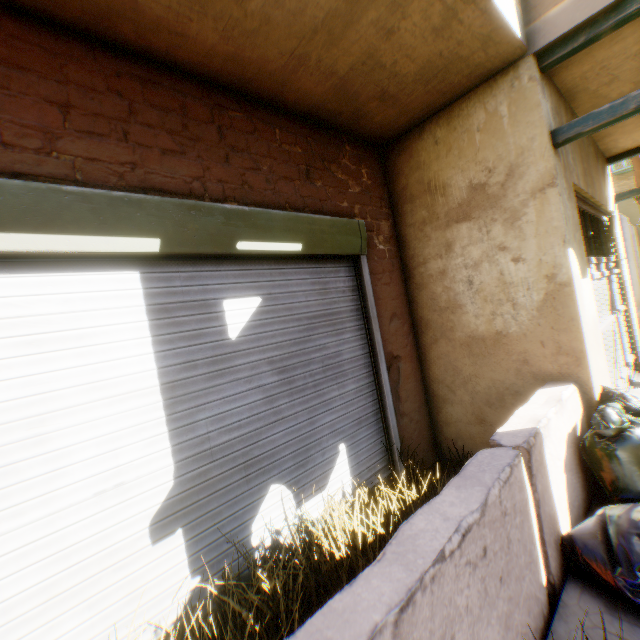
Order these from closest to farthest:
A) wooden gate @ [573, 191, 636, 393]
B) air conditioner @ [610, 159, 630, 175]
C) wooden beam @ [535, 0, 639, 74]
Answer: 1. wooden beam @ [535, 0, 639, 74]
2. wooden gate @ [573, 191, 636, 393]
3. air conditioner @ [610, 159, 630, 175]

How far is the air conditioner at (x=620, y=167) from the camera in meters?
12.9

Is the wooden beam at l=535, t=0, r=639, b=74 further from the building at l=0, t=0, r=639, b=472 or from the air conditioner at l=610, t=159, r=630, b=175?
the air conditioner at l=610, t=159, r=630, b=175

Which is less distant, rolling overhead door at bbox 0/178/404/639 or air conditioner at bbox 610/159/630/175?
rolling overhead door at bbox 0/178/404/639

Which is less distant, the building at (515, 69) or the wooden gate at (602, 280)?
the building at (515, 69)

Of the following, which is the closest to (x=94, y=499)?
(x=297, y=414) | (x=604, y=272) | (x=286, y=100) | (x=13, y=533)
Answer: (x=13, y=533)

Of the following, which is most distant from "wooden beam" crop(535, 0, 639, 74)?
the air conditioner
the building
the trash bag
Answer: the air conditioner

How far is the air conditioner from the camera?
12.91m
